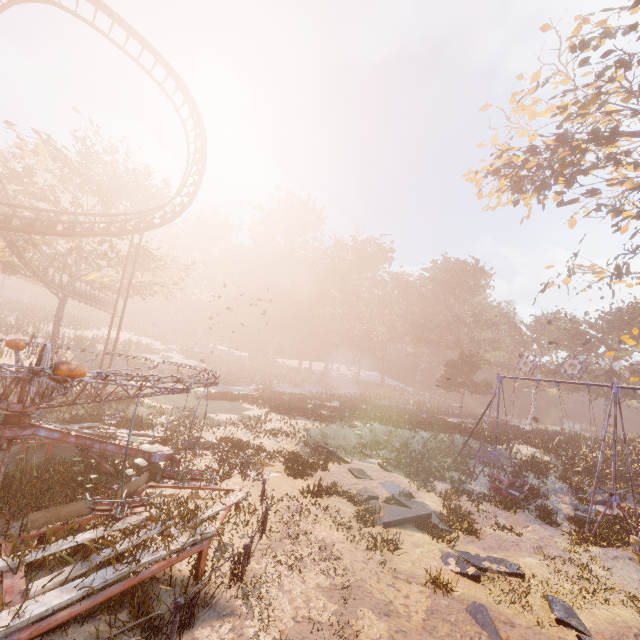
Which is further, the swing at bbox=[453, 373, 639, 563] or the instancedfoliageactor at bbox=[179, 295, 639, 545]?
the instancedfoliageactor at bbox=[179, 295, 639, 545]

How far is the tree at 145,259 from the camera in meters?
27.3 m

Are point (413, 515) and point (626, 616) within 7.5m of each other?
yes

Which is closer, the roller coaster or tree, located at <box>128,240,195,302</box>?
the roller coaster

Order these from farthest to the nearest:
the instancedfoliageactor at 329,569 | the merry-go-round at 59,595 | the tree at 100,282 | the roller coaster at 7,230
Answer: the tree at 100,282 → the roller coaster at 7,230 → the instancedfoliageactor at 329,569 → the merry-go-round at 59,595

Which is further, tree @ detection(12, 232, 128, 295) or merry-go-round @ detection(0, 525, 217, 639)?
tree @ detection(12, 232, 128, 295)

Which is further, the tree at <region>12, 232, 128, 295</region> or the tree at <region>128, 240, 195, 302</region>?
the tree at <region>128, 240, 195, 302</region>
